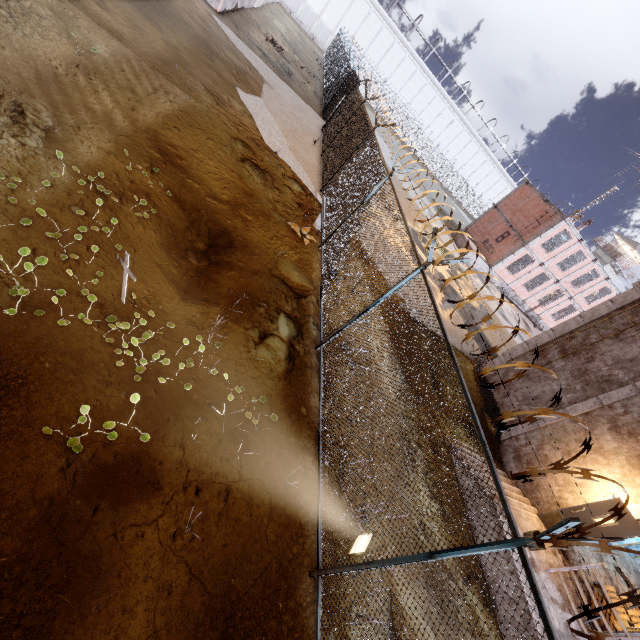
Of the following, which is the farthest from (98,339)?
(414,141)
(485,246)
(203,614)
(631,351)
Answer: (414,141)

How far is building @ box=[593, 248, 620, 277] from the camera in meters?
55.8 m

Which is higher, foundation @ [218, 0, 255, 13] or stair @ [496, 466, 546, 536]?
foundation @ [218, 0, 255, 13]

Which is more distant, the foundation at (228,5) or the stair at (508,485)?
the foundation at (228,5)

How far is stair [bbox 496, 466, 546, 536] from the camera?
8.9m

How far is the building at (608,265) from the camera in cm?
5578

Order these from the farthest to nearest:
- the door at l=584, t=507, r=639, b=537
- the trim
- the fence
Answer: the trim → the door at l=584, t=507, r=639, b=537 → the fence

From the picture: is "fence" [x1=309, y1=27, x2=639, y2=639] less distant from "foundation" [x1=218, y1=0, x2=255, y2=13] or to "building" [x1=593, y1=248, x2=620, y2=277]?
"building" [x1=593, y1=248, x2=620, y2=277]
